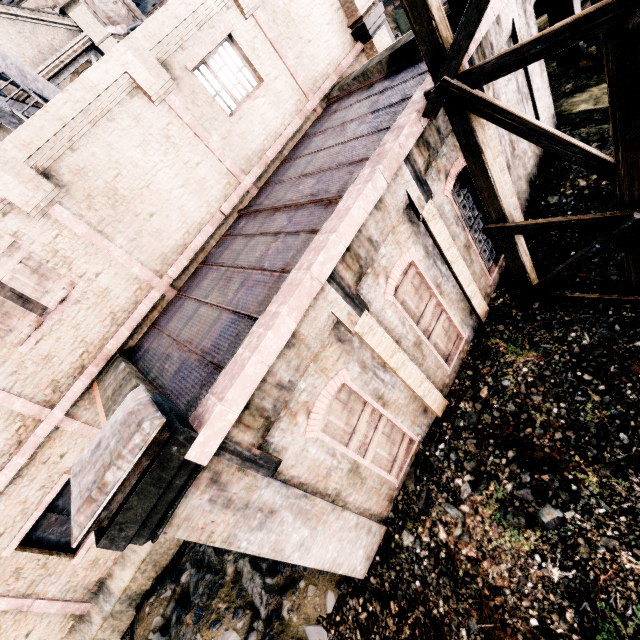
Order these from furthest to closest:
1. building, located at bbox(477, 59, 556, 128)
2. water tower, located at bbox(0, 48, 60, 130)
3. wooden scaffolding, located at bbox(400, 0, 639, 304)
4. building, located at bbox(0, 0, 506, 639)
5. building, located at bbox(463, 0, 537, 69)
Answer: water tower, located at bbox(0, 48, 60, 130) < building, located at bbox(477, 59, 556, 128) < building, located at bbox(463, 0, 537, 69) < building, located at bbox(0, 0, 506, 639) < wooden scaffolding, located at bbox(400, 0, 639, 304)

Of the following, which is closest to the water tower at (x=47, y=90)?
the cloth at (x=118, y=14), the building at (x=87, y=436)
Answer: the building at (x=87, y=436)

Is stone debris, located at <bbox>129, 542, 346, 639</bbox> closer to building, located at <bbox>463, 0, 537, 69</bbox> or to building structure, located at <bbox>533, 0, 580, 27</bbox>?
building, located at <bbox>463, 0, 537, 69</bbox>

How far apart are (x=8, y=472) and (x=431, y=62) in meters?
12.8 m

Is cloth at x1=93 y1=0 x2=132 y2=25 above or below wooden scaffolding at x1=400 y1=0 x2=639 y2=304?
above

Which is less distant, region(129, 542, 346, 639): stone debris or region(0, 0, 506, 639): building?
region(0, 0, 506, 639): building

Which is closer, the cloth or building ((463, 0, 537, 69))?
building ((463, 0, 537, 69))

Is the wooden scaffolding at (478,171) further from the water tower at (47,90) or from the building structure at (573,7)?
the water tower at (47,90)
